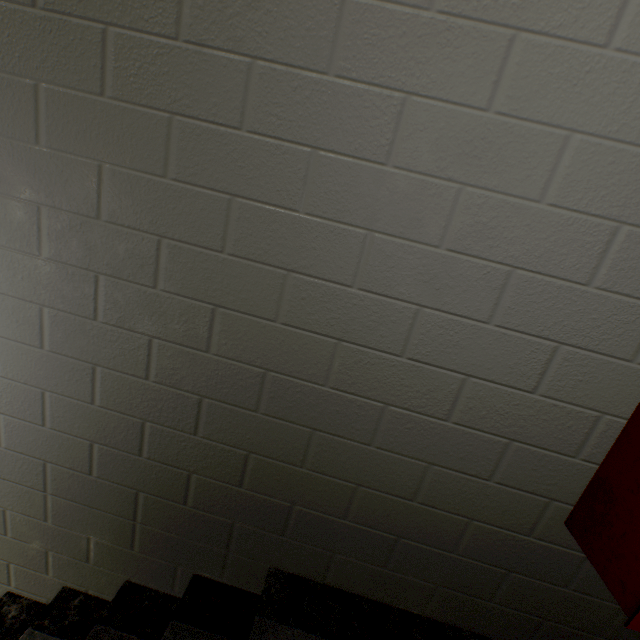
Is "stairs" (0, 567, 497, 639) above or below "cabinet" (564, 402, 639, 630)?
below

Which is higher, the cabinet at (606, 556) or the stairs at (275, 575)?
the cabinet at (606, 556)

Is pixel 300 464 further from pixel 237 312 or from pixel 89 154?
pixel 89 154
